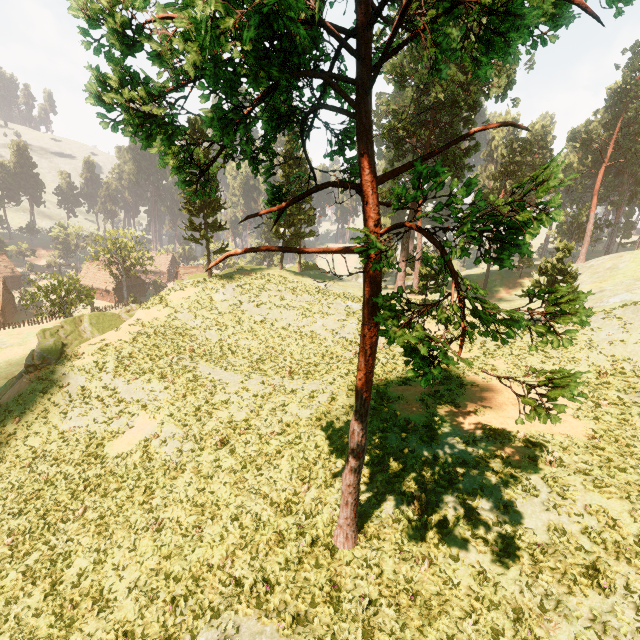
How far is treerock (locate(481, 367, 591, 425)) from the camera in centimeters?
418cm

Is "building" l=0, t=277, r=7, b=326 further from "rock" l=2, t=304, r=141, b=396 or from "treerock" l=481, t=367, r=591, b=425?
"rock" l=2, t=304, r=141, b=396

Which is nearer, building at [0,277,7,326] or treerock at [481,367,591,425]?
treerock at [481,367,591,425]

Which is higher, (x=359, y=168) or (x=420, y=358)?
(x=359, y=168)

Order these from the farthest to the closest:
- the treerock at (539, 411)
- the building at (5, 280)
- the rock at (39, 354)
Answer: the building at (5, 280), the rock at (39, 354), the treerock at (539, 411)

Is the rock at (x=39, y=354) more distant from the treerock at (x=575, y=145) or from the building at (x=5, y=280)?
the building at (x=5, y=280)
